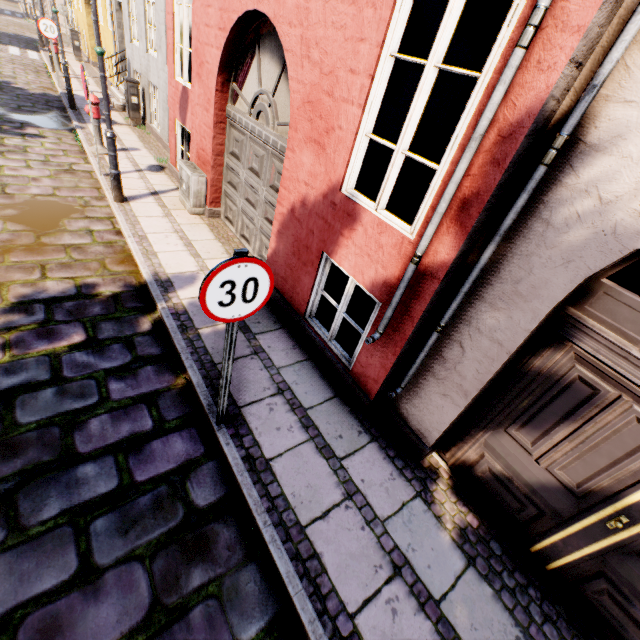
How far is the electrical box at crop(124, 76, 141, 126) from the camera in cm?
977

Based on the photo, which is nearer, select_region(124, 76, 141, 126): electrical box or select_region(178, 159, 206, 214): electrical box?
select_region(178, 159, 206, 214): electrical box

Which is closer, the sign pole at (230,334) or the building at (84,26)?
the sign pole at (230,334)

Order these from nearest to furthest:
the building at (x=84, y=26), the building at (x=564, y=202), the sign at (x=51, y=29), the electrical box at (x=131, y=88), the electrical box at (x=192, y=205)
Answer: the building at (x=564, y=202), the electrical box at (x=192, y=205), the electrical box at (x=131, y=88), the sign at (x=51, y=29), the building at (x=84, y=26)

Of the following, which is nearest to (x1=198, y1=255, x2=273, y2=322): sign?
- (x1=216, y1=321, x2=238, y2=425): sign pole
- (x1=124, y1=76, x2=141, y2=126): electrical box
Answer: (x1=216, y1=321, x2=238, y2=425): sign pole

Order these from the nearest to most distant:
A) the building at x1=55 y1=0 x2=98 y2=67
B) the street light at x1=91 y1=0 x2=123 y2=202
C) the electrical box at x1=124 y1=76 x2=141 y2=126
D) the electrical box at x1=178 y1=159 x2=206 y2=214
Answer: the street light at x1=91 y1=0 x2=123 y2=202
the electrical box at x1=178 y1=159 x2=206 y2=214
the electrical box at x1=124 y1=76 x2=141 y2=126
the building at x1=55 y1=0 x2=98 y2=67

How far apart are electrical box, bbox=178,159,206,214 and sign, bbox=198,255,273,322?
5.0 meters

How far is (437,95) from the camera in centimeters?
894cm
